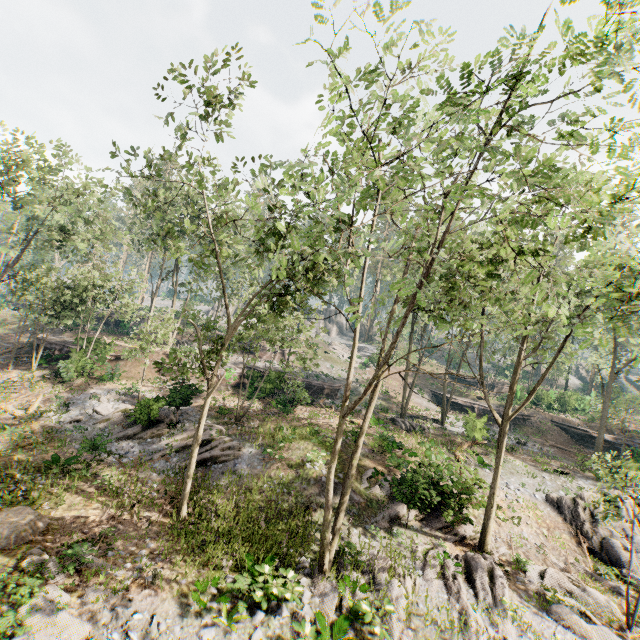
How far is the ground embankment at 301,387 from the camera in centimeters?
2714cm

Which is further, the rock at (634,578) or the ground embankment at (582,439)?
the ground embankment at (582,439)

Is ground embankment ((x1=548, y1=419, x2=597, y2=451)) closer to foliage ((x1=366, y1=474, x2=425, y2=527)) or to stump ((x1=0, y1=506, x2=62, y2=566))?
foliage ((x1=366, y1=474, x2=425, y2=527))

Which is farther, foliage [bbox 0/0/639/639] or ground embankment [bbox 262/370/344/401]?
ground embankment [bbox 262/370/344/401]

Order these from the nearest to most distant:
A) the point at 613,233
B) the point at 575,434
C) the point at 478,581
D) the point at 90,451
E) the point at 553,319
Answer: the point at 613,233
the point at 553,319
the point at 478,581
the point at 90,451
the point at 575,434

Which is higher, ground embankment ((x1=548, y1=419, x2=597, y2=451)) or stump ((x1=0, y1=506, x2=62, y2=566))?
ground embankment ((x1=548, y1=419, x2=597, y2=451))

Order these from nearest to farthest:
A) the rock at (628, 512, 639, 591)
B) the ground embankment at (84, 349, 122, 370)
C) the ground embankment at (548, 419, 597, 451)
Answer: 1. the rock at (628, 512, 639, 591)
2. the ground embankment at (84, 349, 122, 370)
3. the ground embankment at (548, 419, 597, 451)

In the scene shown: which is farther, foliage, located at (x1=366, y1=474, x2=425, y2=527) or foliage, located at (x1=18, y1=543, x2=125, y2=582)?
foliage, located at (x1=366, y1=474, x2=425, y2=527)
